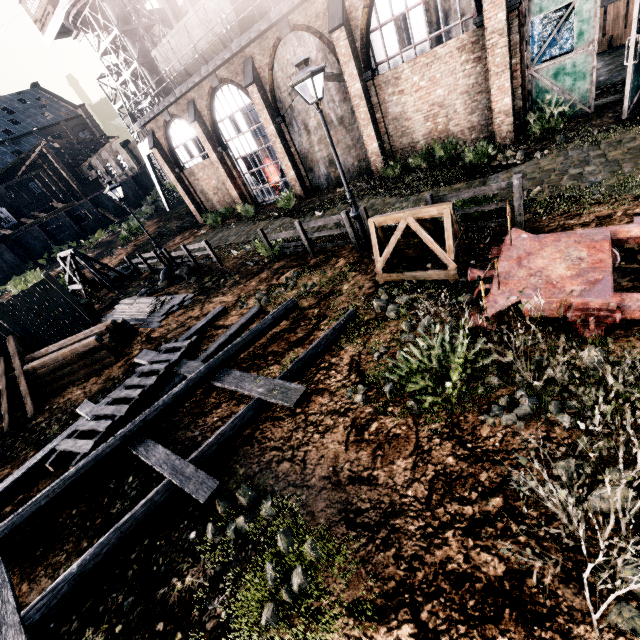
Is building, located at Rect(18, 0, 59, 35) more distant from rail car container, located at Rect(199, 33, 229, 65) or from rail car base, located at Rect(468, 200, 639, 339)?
rail car base, located at Rect(468, 200, 639, 339)

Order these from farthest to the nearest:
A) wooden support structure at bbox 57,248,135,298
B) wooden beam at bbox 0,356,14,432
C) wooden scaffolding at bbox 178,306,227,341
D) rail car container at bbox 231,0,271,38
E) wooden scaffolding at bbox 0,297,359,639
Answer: wooden support structure at bbox 57,248,135,298 → rail car container at bbox 231,0,271,38 → wooden beam at bbox 0,356,14,432 → wooden scaffolding at bbox 178,306,227,341 → wooden scaffolding at bbox 0,297,359,639

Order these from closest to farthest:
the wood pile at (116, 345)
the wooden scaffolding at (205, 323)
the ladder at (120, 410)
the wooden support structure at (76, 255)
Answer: the ladder at (120, 410), the wooden scaffolding at (205, 323), the wood pile at (116, 345), the wooden support structure at (76, 255)

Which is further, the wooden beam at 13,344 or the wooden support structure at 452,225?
the wooden beam at 13,344

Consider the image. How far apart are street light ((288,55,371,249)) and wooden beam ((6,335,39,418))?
13.0 meters

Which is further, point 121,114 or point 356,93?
point 121,114

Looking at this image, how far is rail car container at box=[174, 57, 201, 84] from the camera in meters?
20.9 m

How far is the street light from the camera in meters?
8.3 m
